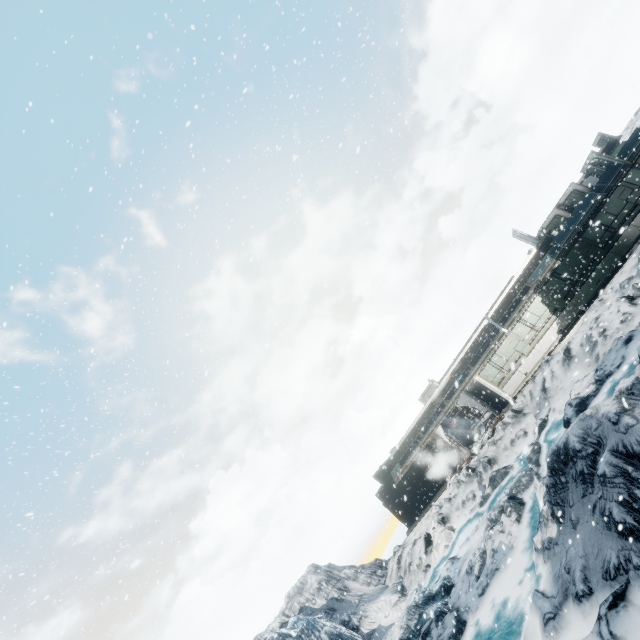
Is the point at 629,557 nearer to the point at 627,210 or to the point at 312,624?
the point at 627,210
